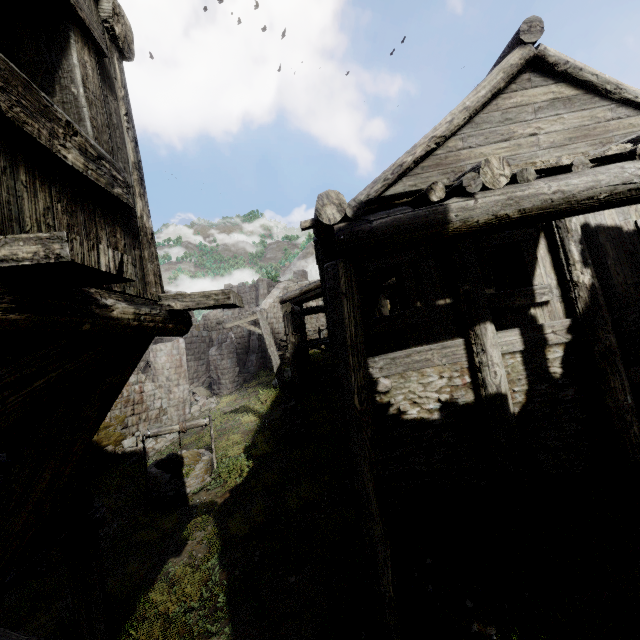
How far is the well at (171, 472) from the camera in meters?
9.6 m

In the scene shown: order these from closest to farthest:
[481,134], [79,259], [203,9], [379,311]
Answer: [79,259], [481,134], [379,311], [203,9]

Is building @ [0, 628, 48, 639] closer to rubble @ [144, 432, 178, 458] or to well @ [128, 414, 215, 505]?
rubble @ [144, 432, 178, 458]

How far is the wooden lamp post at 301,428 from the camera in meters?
11.4

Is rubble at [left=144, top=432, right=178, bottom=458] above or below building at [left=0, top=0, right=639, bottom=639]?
below

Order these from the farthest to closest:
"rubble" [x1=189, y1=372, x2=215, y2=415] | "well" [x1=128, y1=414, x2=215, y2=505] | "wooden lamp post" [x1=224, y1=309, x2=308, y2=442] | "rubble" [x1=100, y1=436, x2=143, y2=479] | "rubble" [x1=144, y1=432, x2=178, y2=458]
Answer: "rubble" [x1=189, y1=372, x2=215, y2=415] → "rubble" [x1=144, y1=432, x2=178, y2=458] → "rubble" [x1=100, y1=436, x2=143, y2=479] → "wooden lamp post" [x1=224, y1=309, x2=308, y2=442] → "well" [x1=128, y1=414, x2=215, y2=505]

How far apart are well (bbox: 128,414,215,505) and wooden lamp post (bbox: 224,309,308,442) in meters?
2.0
